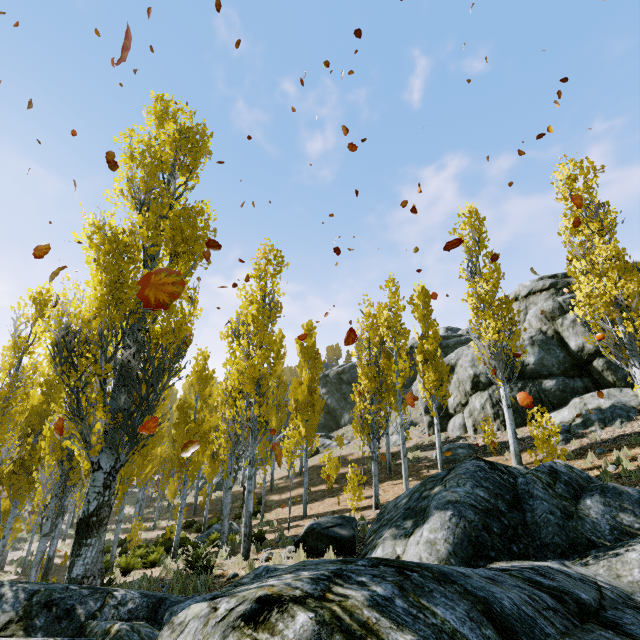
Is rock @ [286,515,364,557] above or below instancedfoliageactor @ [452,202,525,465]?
below

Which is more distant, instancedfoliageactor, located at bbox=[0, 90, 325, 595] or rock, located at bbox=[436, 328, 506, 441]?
rock, located at bbox=[436, 328, 506, 441]

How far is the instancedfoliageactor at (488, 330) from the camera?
13.4m

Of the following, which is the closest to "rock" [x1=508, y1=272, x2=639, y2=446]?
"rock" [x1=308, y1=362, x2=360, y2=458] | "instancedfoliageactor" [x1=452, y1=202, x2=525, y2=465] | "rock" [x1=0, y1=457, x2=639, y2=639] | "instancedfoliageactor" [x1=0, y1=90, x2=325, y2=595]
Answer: "instancedfoliageactor" [x1=0, y1=90, x2=325, y2=595]

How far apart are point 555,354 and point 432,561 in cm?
1840

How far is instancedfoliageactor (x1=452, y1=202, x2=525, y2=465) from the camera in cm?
1340

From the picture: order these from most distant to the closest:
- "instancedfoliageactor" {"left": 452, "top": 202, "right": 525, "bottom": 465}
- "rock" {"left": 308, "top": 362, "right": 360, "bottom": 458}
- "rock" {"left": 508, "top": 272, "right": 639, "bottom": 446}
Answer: "rock" {"left": 308, "top": 362, "right": 360, "bottom": 458} → "rock" {"left": 508, "top": 272, "right": 639, "bottom": 446} → "instancedfoliageactor" {"left": 452, "top": 202, "right": 525, "bottom": 465}

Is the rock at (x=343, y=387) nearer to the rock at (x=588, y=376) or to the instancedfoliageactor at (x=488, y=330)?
the rock at (x=588, y=376)
